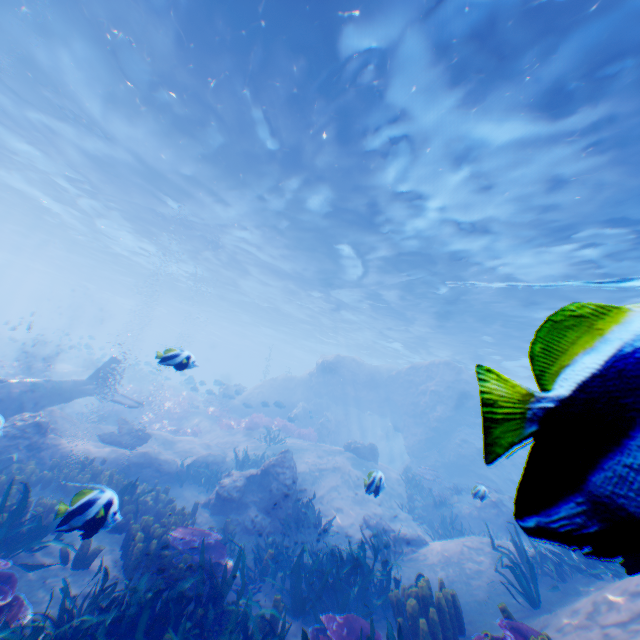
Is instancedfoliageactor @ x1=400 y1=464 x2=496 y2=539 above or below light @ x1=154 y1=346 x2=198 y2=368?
below

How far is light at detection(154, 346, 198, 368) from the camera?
5.16m

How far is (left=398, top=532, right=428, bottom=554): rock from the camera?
9.6 meters

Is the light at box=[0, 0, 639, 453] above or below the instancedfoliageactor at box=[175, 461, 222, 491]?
above

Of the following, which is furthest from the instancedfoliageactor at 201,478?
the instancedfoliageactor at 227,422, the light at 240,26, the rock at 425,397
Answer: the light at 240,26

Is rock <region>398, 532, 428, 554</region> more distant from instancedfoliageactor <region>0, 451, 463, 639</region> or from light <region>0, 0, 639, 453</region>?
instancedfoliageactor <region>0, 451, 463, 639</region>

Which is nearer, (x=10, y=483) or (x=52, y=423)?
(x=10, y=483)

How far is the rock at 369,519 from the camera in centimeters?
1020cm
